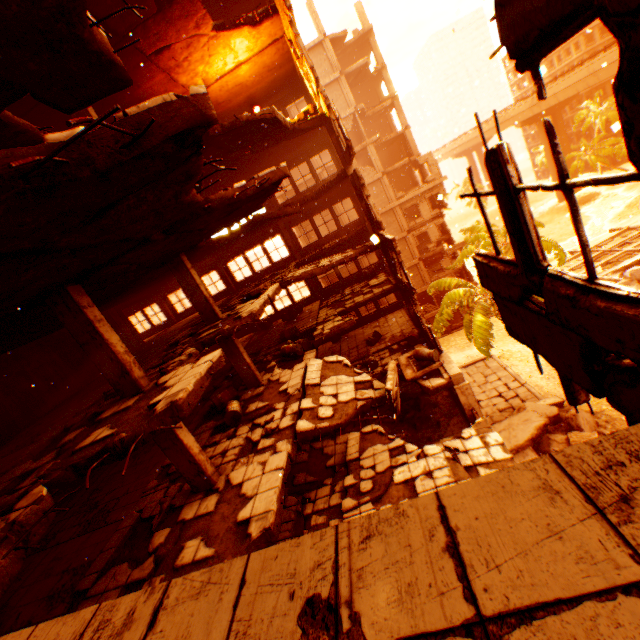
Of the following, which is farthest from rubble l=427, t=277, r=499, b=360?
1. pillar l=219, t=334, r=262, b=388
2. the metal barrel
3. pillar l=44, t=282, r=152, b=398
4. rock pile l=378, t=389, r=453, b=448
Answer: pillar l=44, t=282, r=152, b=398

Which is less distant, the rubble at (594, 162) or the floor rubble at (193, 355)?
the floor rubble at (193, 355)

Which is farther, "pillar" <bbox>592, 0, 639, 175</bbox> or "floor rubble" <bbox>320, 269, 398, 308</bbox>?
"floor rubble" <bbox>320, 269, 398, 308</bbox>

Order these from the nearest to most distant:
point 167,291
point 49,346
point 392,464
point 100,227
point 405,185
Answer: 1. point 100,227
2. point 392,464
3. point 49,346
4. point 167,291
5. point 405,185

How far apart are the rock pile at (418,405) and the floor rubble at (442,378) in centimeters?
91cm

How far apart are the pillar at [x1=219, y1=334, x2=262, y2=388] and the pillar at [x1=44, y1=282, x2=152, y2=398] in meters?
4.6 m

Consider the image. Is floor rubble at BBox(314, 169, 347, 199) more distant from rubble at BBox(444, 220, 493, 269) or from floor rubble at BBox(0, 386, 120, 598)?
floor rubble at BBox(0, 386, 120, 598)

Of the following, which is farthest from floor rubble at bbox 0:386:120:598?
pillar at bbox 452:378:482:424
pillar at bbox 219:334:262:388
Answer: pillar at bbox 452:378:482:424
